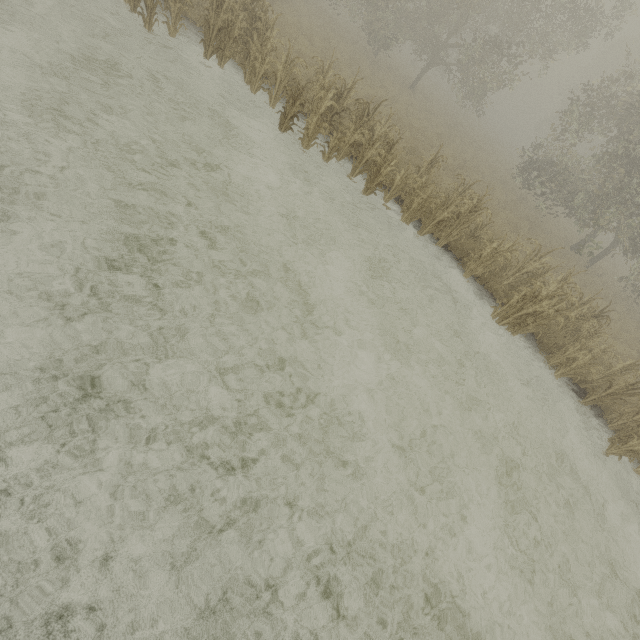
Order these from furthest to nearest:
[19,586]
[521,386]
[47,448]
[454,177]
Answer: [454,177]
[521,386]
[47,448]
[19,586]
